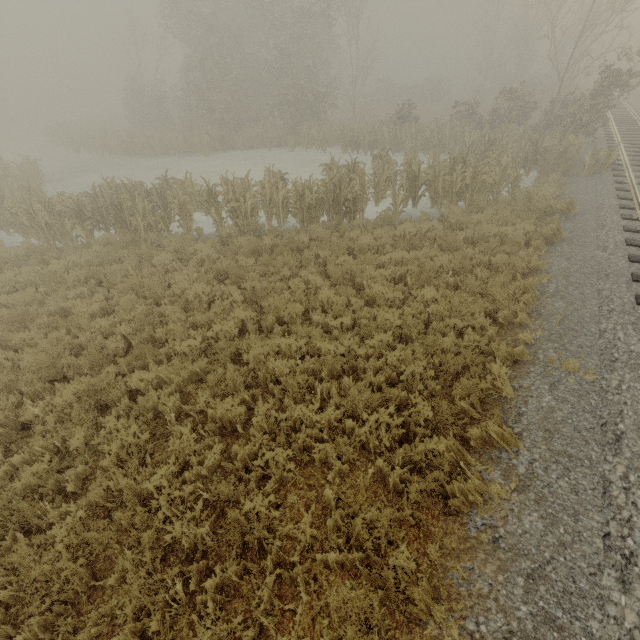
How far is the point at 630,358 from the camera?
5.4m
